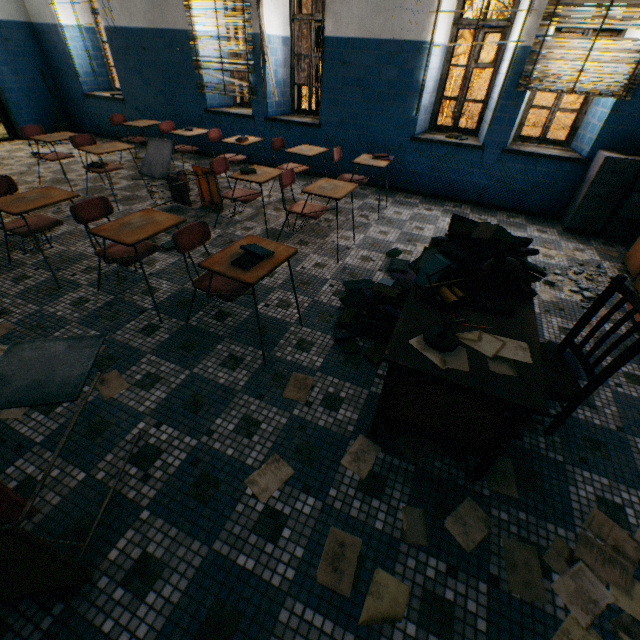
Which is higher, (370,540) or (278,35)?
(278,35)

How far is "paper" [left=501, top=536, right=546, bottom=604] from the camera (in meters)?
1.41

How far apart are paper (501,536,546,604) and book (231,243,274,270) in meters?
1.8 m

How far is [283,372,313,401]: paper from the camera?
2.2m

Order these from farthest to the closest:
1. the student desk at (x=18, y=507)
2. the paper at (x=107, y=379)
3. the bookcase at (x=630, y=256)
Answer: the bookcase at (x=630, y=256), the paper at (x=107, y=379), the student desk at (x=18, y=507)

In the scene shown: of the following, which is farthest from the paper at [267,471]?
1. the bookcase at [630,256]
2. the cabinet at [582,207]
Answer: the cabinet at [582,207]

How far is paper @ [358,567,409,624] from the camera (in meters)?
1.32

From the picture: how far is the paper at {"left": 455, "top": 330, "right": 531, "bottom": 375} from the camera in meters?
1.5 m
